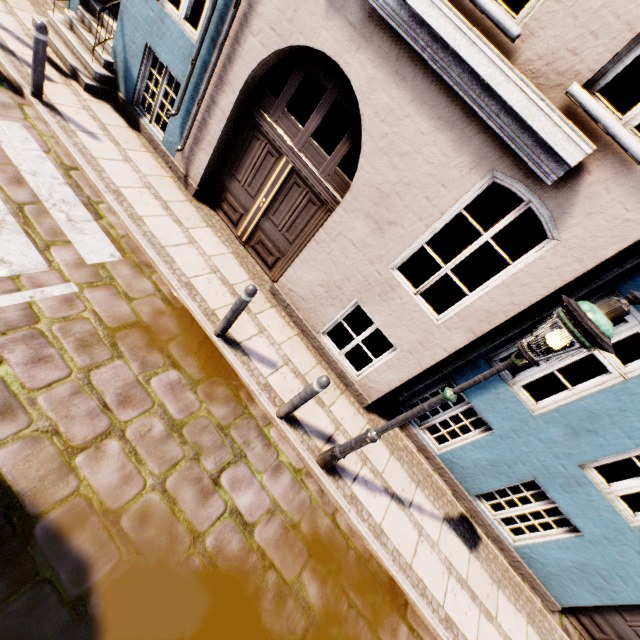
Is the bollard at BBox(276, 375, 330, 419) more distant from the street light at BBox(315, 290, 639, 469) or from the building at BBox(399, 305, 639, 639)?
the building at BBox(399, 305, 639, 639)

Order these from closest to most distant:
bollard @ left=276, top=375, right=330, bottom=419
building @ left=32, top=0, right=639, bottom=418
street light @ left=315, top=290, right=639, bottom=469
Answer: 1. street light @ left=315, top=290, right=639, bottom=469
2. building @ left=32, top=0, right=639, bottom=418
3. bollard @ left=276, top=375, right=330, bottom=419

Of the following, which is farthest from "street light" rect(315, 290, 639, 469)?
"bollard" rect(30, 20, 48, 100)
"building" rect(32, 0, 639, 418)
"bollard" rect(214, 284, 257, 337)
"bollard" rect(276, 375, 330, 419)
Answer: "bollard" rect(30, 20, 48, 100)

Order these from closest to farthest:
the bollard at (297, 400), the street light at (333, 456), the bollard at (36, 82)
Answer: the street light at (333, 456) < the bollard at (297, 400) < the bollard at (36, 82)

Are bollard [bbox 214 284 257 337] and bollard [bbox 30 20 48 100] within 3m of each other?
no

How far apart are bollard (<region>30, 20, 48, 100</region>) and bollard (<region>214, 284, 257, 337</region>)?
5.0m

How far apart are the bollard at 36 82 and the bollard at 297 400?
6.5m

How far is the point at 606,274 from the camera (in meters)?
3.78
